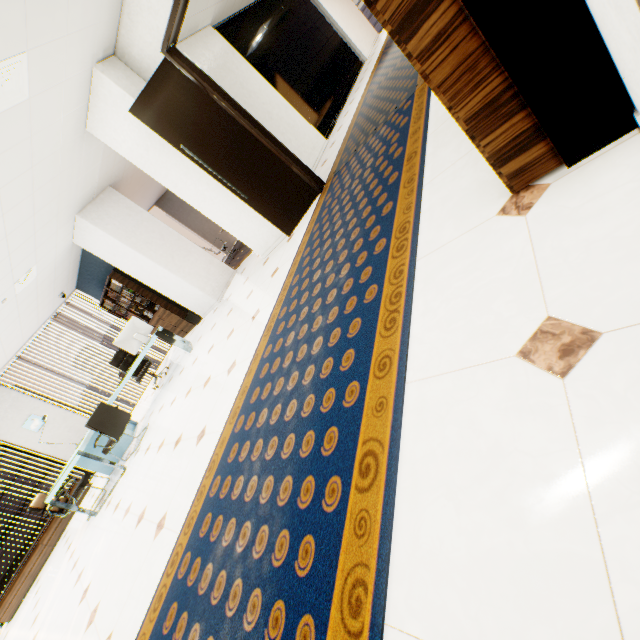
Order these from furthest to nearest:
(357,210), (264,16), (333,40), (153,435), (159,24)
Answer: (333,40)
(264,16)
(153,435)
(159,24)
(357,210)

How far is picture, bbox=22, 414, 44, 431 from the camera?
7.4 meters

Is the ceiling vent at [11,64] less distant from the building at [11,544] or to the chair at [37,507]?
the chair at [37,507]

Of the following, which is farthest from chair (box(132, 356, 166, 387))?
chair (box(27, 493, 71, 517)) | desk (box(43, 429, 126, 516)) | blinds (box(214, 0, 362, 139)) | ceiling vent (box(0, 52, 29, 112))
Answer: blinds (box(214, 0, 362, 139))

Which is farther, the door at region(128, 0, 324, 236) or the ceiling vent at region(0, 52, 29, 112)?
the door at region(128, 0, 324, 236)

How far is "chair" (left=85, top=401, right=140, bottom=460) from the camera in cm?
509

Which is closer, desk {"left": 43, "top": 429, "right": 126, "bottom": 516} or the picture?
desk {"left": 43, "top": 429, "right": 126, "bottom": 516}

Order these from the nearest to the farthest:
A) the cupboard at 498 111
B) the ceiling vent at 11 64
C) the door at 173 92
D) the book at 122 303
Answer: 1. the cupboard at 498 111
2. the ceiling vent at 11 64
3. the door at 173 92
4. the book at 122 303
